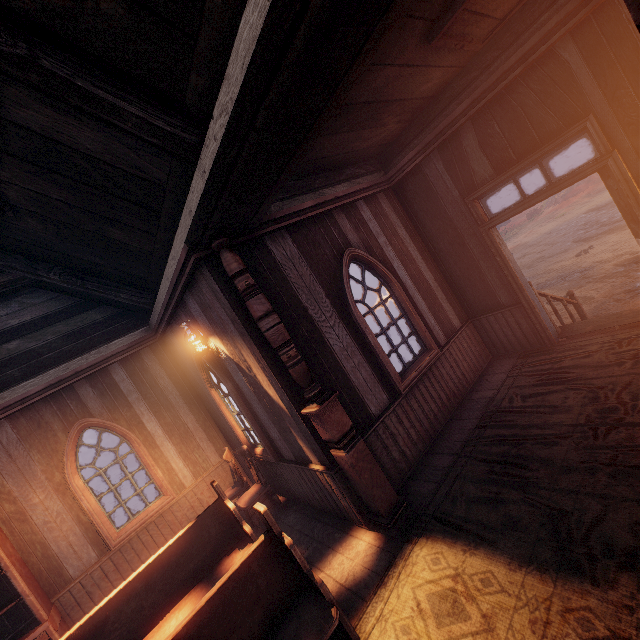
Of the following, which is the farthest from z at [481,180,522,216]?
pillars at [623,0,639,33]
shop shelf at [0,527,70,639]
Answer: shop shelf at [0,527,70,639]

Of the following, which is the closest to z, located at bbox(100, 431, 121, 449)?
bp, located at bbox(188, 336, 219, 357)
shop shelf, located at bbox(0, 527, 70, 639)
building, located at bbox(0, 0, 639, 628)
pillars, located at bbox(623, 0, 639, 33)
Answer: building, located at bbox(0, 0, 639, 628)

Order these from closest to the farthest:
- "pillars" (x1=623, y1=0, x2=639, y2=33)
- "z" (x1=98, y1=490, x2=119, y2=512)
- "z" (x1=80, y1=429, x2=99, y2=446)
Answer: "pillars" (x1=623, y1=0, x2=639, y2=33)
"z" (x1=98, y1=490, x2=119, y2=512)
"z" (x1=80, y1=429, x2=99, y2=446)

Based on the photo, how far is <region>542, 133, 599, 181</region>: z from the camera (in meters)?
25.74

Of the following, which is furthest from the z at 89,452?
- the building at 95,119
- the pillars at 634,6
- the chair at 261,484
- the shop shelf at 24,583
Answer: the shop shelf at 24,583

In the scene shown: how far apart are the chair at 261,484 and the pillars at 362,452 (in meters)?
2.00

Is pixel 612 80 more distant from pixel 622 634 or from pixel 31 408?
pixel 31 408
